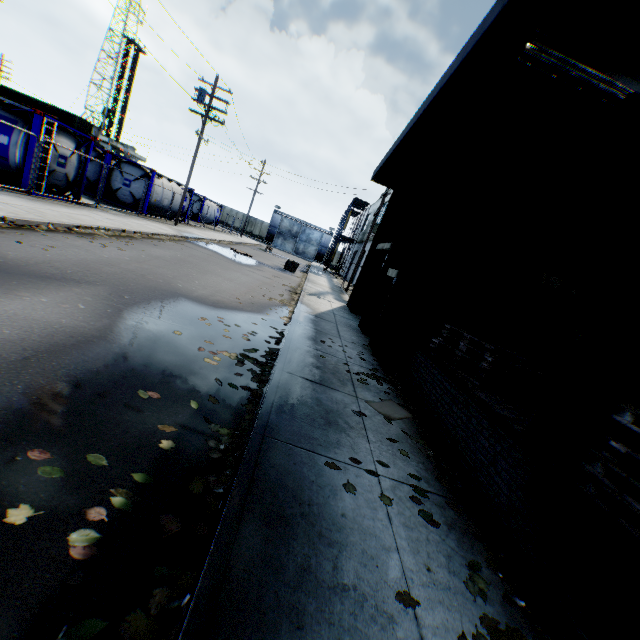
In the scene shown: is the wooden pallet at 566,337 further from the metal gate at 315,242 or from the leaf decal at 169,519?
the metal gate at 315,242

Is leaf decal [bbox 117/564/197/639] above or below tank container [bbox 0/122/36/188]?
below

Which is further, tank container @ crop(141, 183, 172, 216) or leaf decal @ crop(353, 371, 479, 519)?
tank container @ crop(141, 183, 172, 216)

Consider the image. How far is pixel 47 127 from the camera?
12.2 meters

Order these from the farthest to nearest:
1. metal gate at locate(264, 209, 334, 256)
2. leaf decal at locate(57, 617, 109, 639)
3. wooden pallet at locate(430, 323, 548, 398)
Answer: metal gate at locate(264, 209, 334, 256)
wooden pallet at locate(430, 323, 548, 398)
leaf decal at locate(57, 617, 109, 639)

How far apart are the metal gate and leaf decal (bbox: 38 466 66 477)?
58.81m

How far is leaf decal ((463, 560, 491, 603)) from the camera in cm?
255

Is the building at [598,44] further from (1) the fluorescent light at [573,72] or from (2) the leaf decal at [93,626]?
(2) the leaf decal at [93,626]
